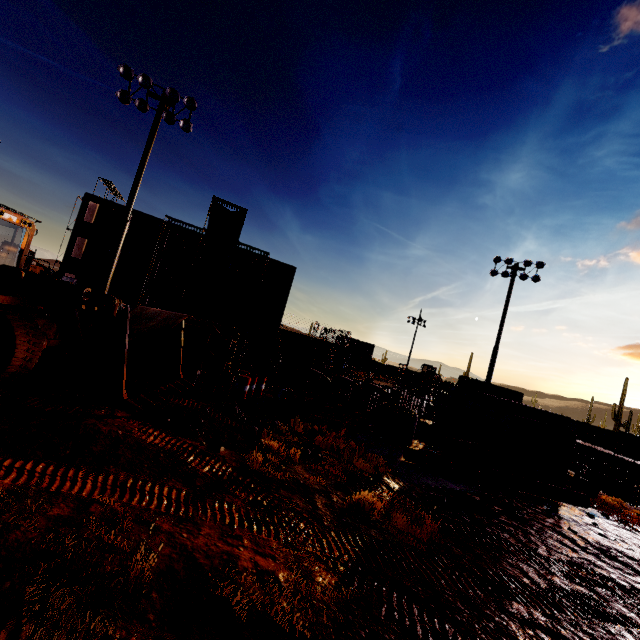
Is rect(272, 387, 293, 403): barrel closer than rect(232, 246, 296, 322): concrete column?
Yes

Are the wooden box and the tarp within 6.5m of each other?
no

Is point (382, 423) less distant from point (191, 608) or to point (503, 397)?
point (503, 397)

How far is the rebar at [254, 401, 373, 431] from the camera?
12.2 meters

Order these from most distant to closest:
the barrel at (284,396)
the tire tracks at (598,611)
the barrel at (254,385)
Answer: the barrel at (284,396), the barrel at (254,385), the tire tracks at (598,611)

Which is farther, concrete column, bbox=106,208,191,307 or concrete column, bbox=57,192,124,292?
concrete column, bbox=106,208,191,307

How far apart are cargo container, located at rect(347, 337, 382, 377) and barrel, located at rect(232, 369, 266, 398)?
39.3m

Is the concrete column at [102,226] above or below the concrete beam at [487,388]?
above
